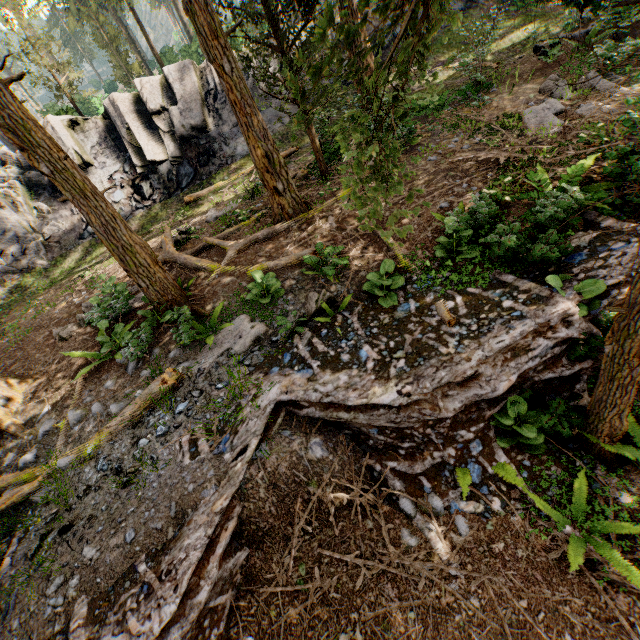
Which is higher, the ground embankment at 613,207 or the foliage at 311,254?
the foliage at 311,254

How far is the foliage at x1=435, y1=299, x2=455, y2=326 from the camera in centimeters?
550cm

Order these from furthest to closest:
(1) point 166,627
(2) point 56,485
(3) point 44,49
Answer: (3) point 44,49 → (2) point 56,485 → (1) point 166,627

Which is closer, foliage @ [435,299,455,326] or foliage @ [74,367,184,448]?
foliage @ [435,299,455,326]

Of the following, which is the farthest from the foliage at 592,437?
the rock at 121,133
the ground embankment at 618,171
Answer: the rock at 121,133

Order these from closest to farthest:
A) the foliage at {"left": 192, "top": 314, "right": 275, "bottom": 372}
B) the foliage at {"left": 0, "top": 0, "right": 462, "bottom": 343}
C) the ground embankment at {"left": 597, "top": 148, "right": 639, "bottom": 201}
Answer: the foliage at {"left": 0, "top": 0, "right": 462, "bottom": 343} < the ground embankment at {"left": 597, "top": 148, "right": 639, "bottom": 201} < the foliage at {"left": 192, "top": 314, "right": 275, "bottom": 372}

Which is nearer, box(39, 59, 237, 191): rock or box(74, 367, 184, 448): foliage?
box(74, 367, 184, 448): foliage
